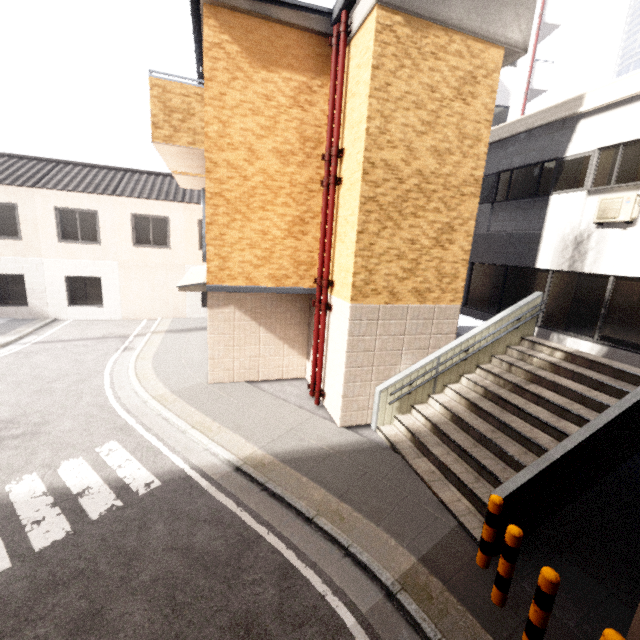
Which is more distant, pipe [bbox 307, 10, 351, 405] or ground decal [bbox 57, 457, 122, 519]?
pipe [bbox 307, 10, 351, 405]

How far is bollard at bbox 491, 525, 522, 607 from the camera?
3.76m

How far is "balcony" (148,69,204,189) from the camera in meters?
6.7

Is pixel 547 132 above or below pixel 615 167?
above

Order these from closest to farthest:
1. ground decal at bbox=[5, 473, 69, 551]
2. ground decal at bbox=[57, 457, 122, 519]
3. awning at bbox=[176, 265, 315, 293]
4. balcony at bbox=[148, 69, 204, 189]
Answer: ground decal at bbox=[5, 473, 69, 551] → ground decal at bbox=[57, 457, 122, 519] → balcony at bbox=[148, 69, 204, 189] → awning at bbox=[176, 265, 315, 293]

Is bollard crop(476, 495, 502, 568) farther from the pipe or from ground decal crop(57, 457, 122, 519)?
ground decal crop(57, 457, 122, 519)

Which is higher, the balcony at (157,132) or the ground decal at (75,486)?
the balcony at (157,132)

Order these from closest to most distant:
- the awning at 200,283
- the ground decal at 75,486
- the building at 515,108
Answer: the ground decal at 75,486, the awning at 200,283, the building at 515,108
